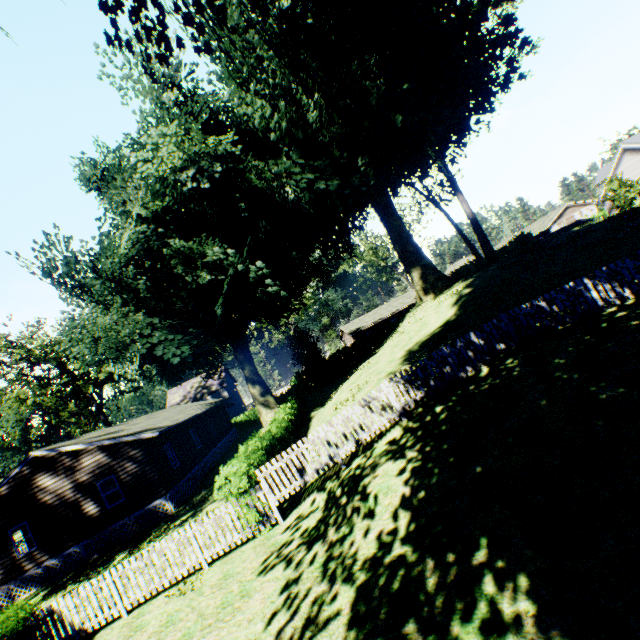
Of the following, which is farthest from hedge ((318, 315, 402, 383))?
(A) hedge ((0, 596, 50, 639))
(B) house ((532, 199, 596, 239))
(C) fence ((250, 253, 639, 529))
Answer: (B) house ((532, 199, 596, 239))

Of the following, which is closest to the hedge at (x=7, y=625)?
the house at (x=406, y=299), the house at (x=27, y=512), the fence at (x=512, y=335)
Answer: the fence at (x=512, y=335)

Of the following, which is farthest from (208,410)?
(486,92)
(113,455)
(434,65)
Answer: (486,92)

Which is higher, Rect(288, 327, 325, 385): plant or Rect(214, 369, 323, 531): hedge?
Rect(288, 327, 325, 385): plant

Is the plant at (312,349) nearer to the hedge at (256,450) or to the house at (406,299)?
the hedge at (256,450)

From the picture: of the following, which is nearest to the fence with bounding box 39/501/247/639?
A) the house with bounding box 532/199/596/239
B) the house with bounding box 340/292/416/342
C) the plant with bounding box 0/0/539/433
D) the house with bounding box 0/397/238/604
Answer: the plant with bounding box 0/0/539/433

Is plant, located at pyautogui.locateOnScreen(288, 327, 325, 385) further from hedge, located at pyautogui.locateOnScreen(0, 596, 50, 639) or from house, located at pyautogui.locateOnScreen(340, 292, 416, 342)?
house, located at pyautogui.locateOnScreen(340, 292, 416, 342)

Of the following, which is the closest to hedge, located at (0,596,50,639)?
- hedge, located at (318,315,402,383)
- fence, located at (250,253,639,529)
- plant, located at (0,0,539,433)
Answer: fence, located at (250,253,639,529)
